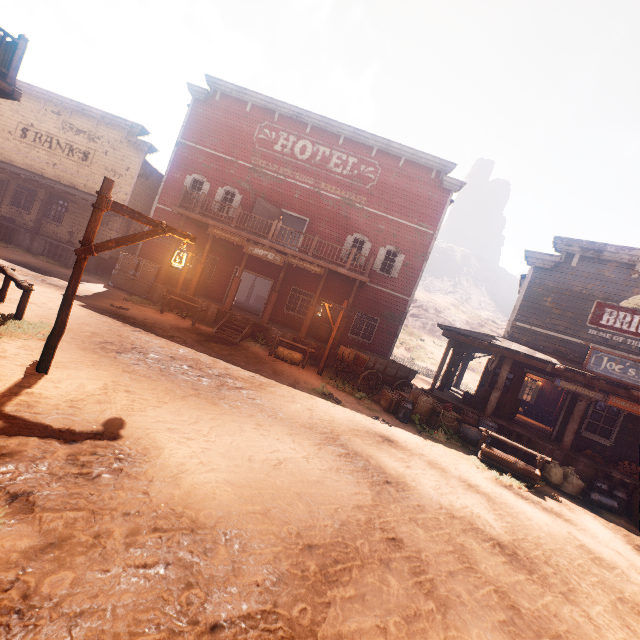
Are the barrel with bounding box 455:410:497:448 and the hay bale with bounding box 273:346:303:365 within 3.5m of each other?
no

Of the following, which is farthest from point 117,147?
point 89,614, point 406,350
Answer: point 406,350

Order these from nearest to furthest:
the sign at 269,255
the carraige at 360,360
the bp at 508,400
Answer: the carraige at 360,360, the bp at 508,400, the sign at 269,255

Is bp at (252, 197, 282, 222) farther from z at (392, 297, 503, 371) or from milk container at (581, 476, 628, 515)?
z at (392, 297, 503, 371)

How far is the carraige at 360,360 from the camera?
12.6m

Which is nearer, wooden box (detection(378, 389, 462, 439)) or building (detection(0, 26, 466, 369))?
wooden box (detection(378, 389, 462, 439))

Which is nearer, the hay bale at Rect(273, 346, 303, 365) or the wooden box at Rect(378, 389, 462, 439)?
the wooden box at Rect(378, 389, 462, 439)

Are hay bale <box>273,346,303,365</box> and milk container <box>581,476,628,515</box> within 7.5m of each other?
no
